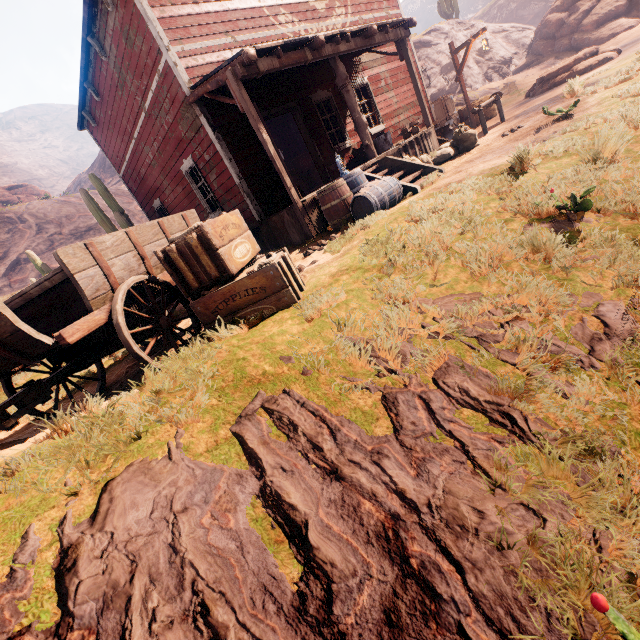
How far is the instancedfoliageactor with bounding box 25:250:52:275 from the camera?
12.2m

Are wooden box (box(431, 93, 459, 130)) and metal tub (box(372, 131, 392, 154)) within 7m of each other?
yes

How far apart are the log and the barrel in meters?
1.6

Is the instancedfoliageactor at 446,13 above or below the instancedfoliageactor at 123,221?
above

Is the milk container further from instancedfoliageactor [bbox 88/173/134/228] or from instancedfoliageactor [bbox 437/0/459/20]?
instancedfoliageactor [bbox 437/0/459/20]

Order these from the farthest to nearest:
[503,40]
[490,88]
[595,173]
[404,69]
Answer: [503,40], [490,88], [404,69], [595,173]

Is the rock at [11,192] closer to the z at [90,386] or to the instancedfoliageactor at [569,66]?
the z at [90,386]

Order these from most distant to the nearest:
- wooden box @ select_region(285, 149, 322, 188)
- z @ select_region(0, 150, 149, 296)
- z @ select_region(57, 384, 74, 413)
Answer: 1. z @ select_region(0, 150, 149, 296)
2. wooden box @ select_region(285, 149, 322, 188)
3. z @ select_region(57, 384, 74, 413)
